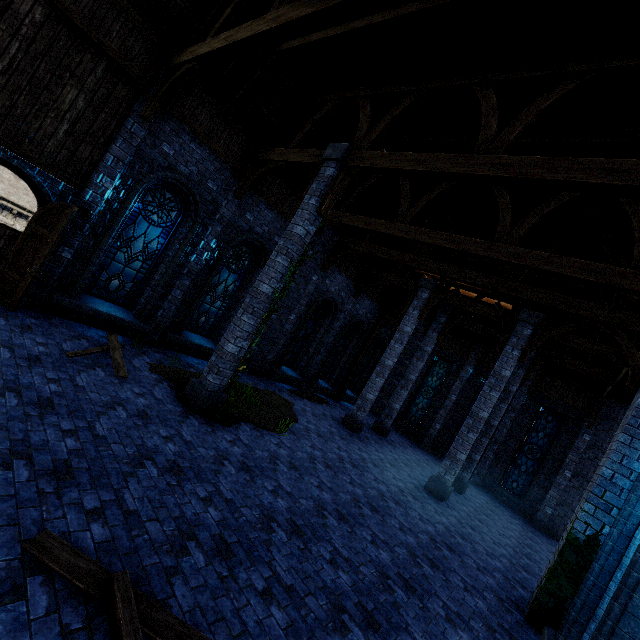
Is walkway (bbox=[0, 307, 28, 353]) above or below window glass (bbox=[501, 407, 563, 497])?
below

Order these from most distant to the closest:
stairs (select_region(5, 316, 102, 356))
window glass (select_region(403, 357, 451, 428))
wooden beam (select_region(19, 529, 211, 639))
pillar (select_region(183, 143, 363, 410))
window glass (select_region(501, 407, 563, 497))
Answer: window glass (select_region(403, 357, 451, 428)) → window glass (select_region(501, 407, 563, 497)) → pillar (select_region(183, 143, 363, 410)) → stairs (select_region(5, 316, 102, 356)) → wooden beam (select_region(19, 529, 211, 639))

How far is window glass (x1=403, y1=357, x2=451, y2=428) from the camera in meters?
20.1

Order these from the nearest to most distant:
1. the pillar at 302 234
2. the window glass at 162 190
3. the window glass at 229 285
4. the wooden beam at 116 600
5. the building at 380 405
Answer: the wooden beam at 116 600
the pillar at 302 234
the window glass at 162 190
the window glass at 229 285
the building at 380 405

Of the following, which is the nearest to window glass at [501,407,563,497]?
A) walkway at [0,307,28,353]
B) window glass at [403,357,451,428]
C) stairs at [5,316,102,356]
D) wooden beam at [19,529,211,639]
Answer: window glass at [403,357,451,428]

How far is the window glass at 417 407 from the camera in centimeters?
2009cm

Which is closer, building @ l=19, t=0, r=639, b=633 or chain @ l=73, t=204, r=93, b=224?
building @ l=19, t=0, r=639, b=633

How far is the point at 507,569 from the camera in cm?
827
